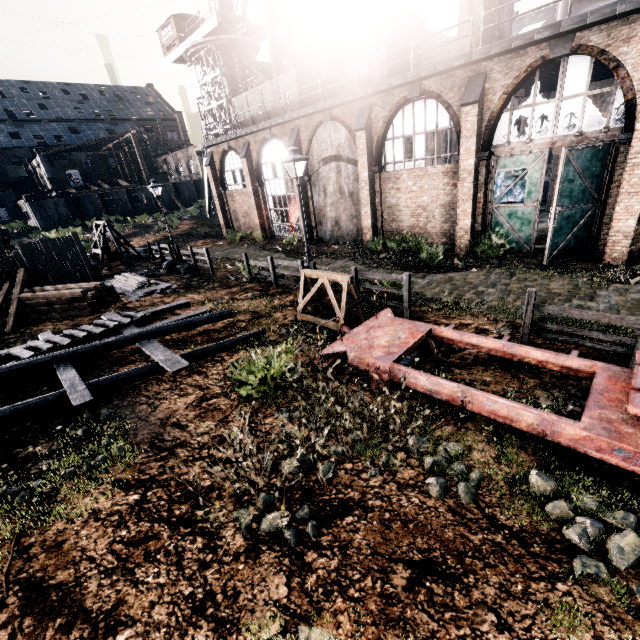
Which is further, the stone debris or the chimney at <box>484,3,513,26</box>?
the stone debris

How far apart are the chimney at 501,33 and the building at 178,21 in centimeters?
3553cm

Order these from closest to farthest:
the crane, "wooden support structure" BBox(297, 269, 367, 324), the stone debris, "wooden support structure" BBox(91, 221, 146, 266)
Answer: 1. "wooden support structure" BBox(297, 269, 367, 324)
2. the stone debris
3. "wooden support structure" BBox(91, 221, 146, 266)
4. the crane

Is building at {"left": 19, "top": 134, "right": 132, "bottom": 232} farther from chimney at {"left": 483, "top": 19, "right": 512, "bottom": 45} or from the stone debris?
the stone debris

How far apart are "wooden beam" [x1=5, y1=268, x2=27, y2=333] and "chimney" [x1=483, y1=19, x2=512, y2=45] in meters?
24.5

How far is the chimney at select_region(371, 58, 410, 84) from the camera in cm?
1973

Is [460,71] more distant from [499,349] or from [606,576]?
[606,576]

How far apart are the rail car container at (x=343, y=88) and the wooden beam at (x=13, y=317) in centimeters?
1921cm
